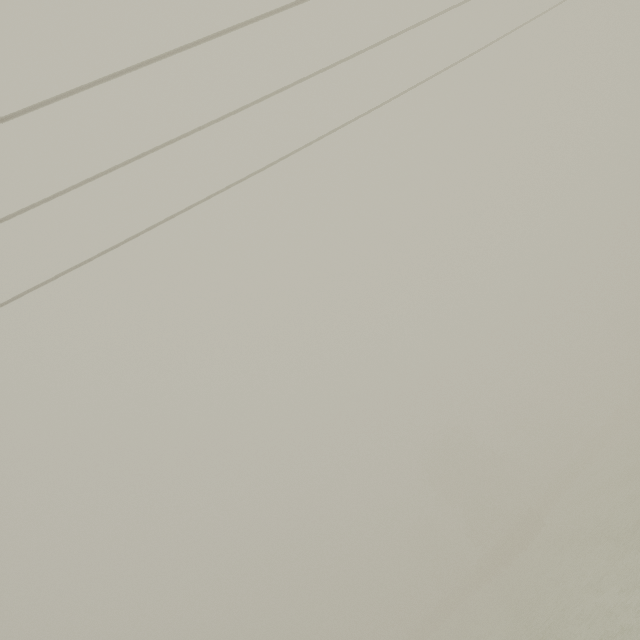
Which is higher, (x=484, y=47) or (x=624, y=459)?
(x=484, y=47)
